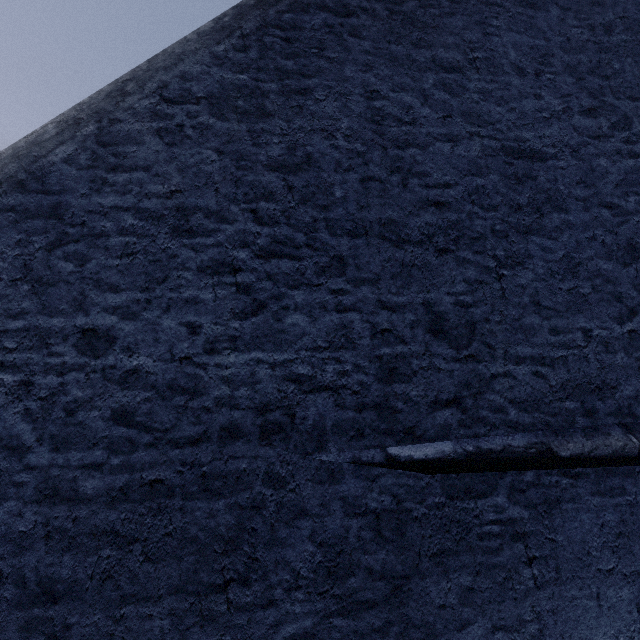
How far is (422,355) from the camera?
2.20m
